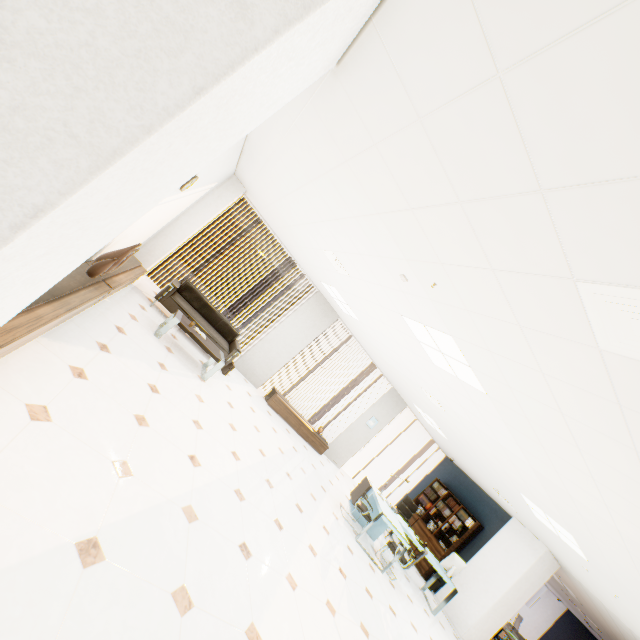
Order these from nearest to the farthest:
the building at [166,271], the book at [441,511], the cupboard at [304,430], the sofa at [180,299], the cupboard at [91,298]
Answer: the cupboard at [91,298] → the sofa at [180,299] → the cupboard at [304,430] → the book at [441,511] → the building at [166,271]

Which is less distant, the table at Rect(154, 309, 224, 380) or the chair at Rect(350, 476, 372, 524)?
the table at Rect(154, 309, 224, 380)

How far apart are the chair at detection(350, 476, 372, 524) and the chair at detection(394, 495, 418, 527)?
2.08m

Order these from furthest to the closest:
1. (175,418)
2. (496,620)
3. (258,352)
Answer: (258,352) < (496,620) < (175,418)

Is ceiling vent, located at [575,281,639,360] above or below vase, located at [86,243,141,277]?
above

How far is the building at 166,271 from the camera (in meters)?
58.72

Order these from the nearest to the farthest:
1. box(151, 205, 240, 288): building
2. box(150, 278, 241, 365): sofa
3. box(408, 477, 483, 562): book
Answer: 1. box(150, 278, 241, 365): sofa
2. box(408, 477, 483, 562): book
3. box(151, 205, 240, 288): building

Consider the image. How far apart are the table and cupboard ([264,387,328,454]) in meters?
2.6 m
